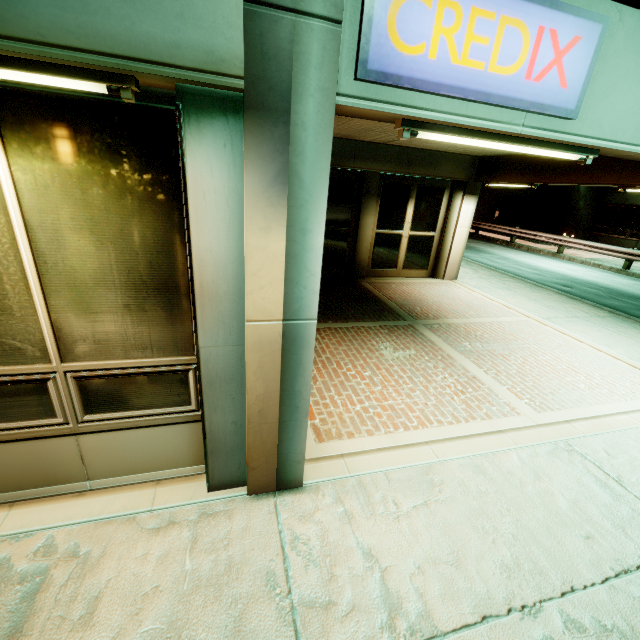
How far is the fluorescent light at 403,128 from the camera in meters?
2.1

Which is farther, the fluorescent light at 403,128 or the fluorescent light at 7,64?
the fluorescent light at 403,128

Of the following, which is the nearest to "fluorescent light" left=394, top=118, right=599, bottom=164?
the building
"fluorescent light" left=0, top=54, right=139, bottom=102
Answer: the building

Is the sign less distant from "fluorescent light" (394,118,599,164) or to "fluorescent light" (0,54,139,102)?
"fluorescent light" (394,118,599,164)

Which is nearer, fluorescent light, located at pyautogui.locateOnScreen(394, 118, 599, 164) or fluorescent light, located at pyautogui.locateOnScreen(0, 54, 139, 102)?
fluorescent light, located at pyautogui.locateOnScreen(0, 54, 139, 102)

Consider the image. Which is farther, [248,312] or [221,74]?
[248,312]

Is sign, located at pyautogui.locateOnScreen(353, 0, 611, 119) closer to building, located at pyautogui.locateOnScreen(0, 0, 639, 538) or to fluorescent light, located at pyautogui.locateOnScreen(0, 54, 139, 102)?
building, located at pyautogui.locateOnScreen(0, 0, 639, 538)
